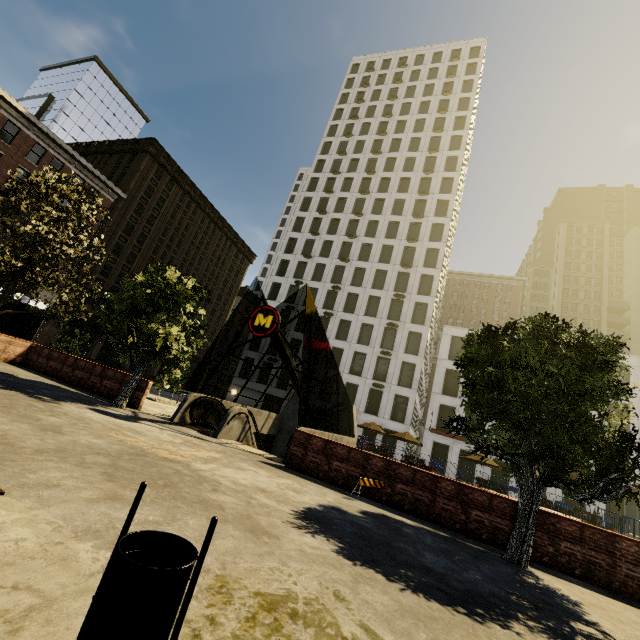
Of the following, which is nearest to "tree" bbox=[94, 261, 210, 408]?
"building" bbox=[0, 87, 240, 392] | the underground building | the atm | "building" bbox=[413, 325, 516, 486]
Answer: the underground building

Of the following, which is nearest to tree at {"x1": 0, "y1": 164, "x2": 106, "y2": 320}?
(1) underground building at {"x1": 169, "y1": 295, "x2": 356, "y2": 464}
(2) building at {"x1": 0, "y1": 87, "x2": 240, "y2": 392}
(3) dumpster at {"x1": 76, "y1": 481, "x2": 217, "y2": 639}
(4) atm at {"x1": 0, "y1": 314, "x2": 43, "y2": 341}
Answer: (1) underground building at {"x1": 169, "y1": 295, "x2": 356, "y2": 464}

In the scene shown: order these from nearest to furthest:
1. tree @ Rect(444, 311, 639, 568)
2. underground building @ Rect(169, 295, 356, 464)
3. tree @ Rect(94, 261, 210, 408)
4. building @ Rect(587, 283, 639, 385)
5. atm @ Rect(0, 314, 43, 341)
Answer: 1. tree @ Rect(444, 311, 639, 568)
2. tree @ Rect(94, 261, 210, 408)
3. underground building @ Rect(169, 295, 356, 464)
4. atm @ Rect(0, 314, 43, 341)
5. building @ Rect(587, 283, 639, 385)

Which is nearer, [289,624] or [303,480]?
[289,624]

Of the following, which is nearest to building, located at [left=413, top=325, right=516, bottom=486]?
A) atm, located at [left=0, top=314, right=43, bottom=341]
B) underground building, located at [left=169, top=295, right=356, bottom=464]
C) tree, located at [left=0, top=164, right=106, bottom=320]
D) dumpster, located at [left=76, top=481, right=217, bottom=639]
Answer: underground building, located at [left=169, top=295, right=356, bottom=464]

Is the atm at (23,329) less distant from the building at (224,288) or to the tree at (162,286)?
the tree at (162,286)

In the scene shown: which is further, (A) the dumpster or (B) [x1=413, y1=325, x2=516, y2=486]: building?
(B) [x1=413, y1=325, x2=516, y2=486]: building

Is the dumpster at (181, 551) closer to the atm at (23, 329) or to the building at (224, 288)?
the atm at (23, 329)
